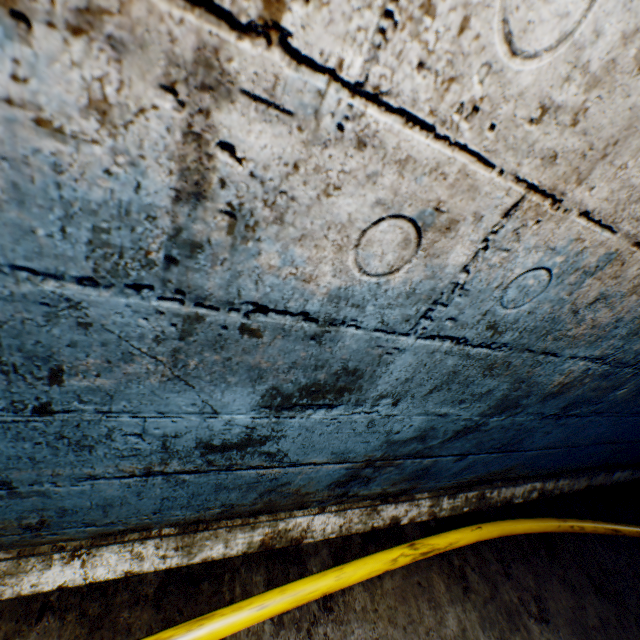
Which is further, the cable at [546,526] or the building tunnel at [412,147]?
the cable at [546,526]

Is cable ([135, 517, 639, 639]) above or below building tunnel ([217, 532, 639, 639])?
above

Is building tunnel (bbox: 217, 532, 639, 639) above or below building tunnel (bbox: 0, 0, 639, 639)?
below

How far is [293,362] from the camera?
0.7m

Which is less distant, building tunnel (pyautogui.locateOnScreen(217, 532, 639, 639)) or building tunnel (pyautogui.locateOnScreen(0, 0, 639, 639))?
building tunnel (pyautogui.locateOnScreen(0, 0, 639, 639))

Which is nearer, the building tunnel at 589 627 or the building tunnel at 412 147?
the building tunnel at 412 147

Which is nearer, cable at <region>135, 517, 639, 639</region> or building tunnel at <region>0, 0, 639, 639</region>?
building tunnel at <region>0, 0, 639, 639</region>
